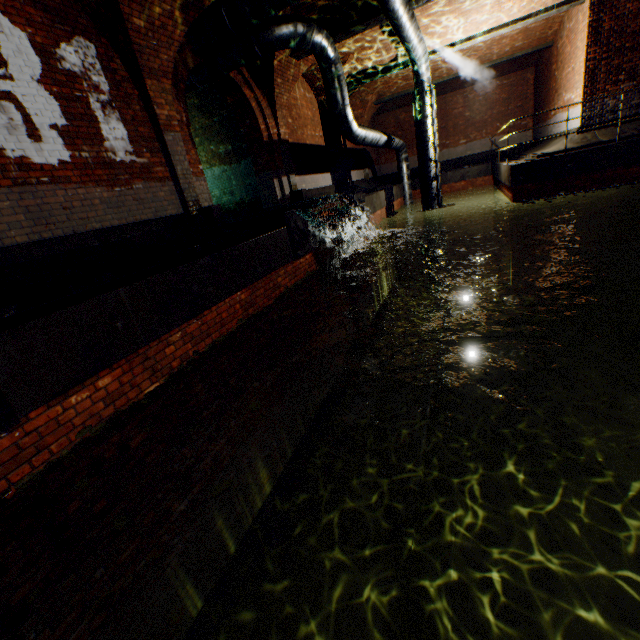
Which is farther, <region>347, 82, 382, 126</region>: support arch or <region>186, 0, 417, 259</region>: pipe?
<region>347, 82, 382, 126</region>: support arch

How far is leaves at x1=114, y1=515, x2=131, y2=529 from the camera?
2.05m

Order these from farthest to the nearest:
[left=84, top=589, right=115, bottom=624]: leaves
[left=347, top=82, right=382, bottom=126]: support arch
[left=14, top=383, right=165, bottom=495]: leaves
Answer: [left=347, top=82, right=382, bottom=126]: support arch
[left=14, top=383, right=165, bottom=495]: leaves
[left=84, top=589, right=115, bottom=624]: leaves

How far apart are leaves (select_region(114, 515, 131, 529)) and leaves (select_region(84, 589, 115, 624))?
0.4 meters

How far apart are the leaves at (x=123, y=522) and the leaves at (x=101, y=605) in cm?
40

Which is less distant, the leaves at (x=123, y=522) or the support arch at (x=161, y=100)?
the leaves at (x=123, y=522)

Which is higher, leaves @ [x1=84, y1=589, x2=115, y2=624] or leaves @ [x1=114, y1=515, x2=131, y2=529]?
leaves @ [x1=114, y1=515, x2=131, y2=529]

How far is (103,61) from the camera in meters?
5.6
